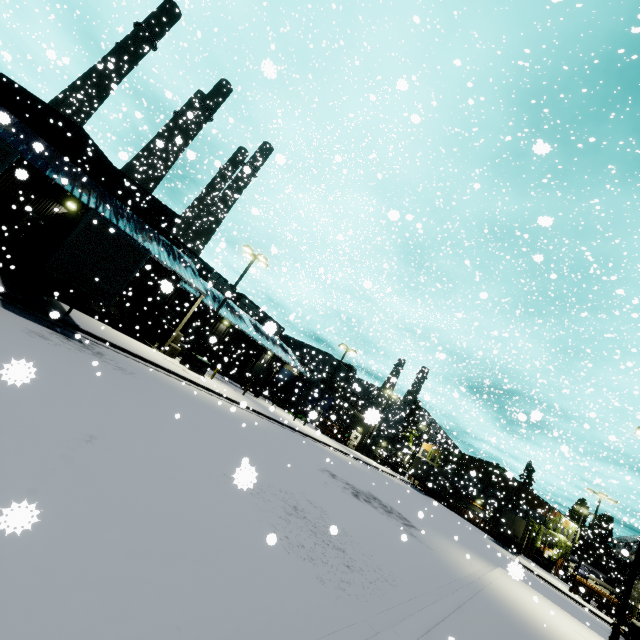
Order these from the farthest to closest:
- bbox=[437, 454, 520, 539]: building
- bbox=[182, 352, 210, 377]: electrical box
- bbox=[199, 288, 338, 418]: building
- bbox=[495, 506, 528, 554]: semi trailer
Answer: bbox=[437, 454, 520, 539]: building, bbox=[495, 506, 528, 554]: semi trailer, bbox=[199, 288, 338, 418]: building, bbox=[182, 352, 210, 377]: electrical box

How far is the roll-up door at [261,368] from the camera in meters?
48.1 m

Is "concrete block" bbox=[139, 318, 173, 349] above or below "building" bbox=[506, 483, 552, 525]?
below

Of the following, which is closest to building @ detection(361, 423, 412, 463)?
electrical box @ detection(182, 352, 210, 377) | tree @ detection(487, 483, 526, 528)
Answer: tree @ detection(487, 483, 526, 528)

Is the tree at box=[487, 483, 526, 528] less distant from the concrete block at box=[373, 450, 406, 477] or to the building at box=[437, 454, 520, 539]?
the building at box=[437, 454, 520, 539]

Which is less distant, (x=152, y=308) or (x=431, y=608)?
(x=431, y=608)

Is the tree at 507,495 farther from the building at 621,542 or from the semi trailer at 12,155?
the semi trailer at 12,155

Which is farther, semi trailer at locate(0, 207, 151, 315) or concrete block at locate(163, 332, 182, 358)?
concrete block at locate(163, 332, 182, 358)
